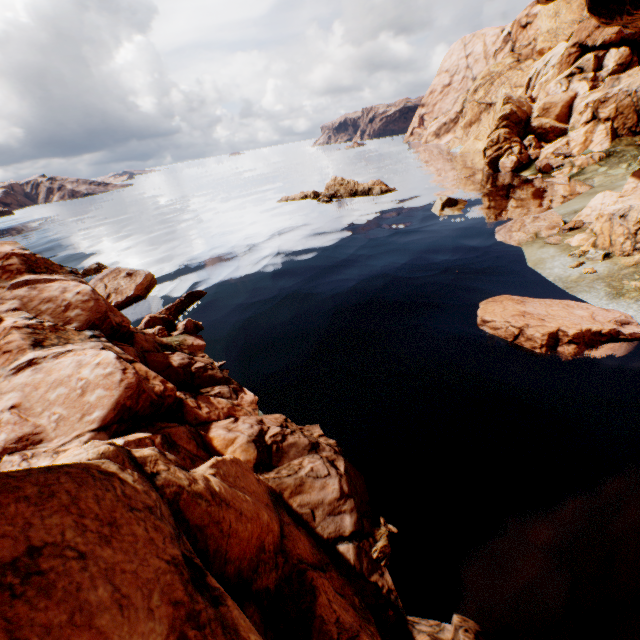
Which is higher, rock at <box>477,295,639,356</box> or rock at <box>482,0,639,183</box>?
rock at <box>482,0,639,183</box>

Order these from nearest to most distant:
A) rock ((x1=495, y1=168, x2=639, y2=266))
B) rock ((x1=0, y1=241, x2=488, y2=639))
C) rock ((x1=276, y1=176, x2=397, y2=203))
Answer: rock ((x1=0, y1=241, x2=488, y2=639)), rock ((x1=495, y1=168, x2=639, y2=266)), rock ((x1=276, y1=176, x2=397, y2=203))

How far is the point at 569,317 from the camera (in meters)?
12.38

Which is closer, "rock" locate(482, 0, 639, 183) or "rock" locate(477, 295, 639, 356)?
"rock" locate(477, 295, 639, 356)

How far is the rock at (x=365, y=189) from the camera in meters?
41.1
